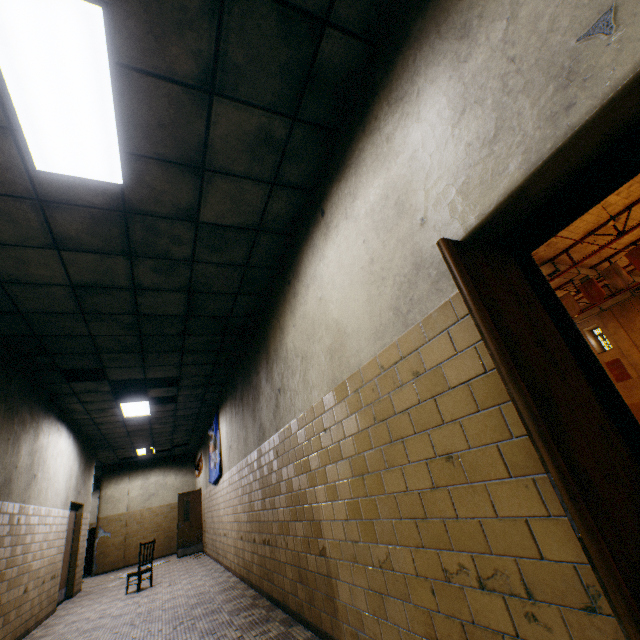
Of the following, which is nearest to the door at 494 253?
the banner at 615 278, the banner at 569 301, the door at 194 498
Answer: the door at 194 498

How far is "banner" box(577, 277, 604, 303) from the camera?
14.43m

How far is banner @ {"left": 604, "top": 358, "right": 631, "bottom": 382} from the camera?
22.9 meters

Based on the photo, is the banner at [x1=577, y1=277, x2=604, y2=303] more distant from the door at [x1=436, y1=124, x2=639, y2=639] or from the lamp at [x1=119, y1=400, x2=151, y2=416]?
the lamp at [x1=119, y1=400, x2=151, y2=416]

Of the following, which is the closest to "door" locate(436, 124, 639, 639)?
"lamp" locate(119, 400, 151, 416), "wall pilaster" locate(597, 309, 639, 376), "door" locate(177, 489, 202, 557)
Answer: "lamp" locate(119, 400, 151, 416)

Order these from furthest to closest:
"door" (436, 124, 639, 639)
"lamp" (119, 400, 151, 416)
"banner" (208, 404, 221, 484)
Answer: "banner" (208, 404, 221, 484)
"lamp" (119, 400, 151, 416)
"door" (436, 124, 639, 639)

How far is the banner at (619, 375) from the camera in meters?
22.9 m

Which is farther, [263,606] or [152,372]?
[152,372]
